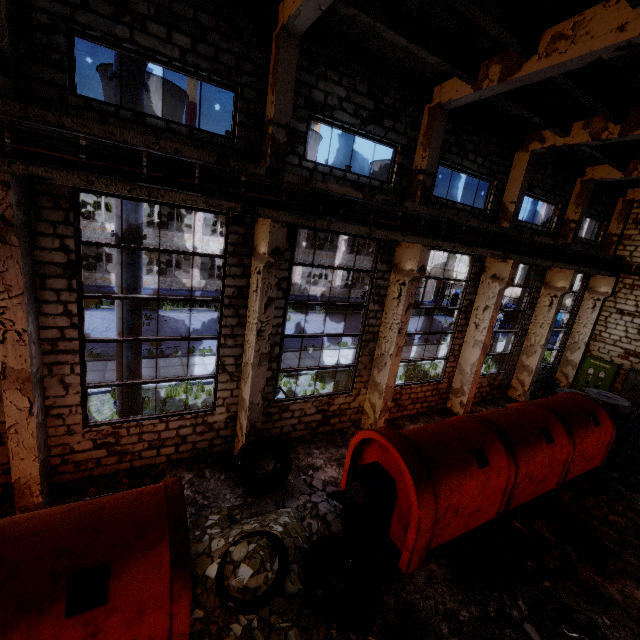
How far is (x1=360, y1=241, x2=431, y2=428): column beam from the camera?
9.4m

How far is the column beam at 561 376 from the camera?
16.0m

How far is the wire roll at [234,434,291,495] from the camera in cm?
774

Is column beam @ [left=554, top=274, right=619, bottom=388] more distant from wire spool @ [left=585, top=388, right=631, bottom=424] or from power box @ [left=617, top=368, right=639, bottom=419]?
wire spool @ [left=585, top=388, right=631, bottom=424]

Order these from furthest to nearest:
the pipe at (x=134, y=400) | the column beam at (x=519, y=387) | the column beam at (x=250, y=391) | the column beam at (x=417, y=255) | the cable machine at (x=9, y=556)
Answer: the column beam at (x=519, y=387), the column beam at (x=417, y=255), the pipe at (x=134, y=400), the column beam at (x=250, y=391), the cable machine at (x=9, y=556)

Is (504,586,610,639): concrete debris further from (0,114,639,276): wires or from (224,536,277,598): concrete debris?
(0,114,639,276): wires

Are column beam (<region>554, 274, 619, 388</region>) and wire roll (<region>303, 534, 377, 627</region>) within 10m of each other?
no

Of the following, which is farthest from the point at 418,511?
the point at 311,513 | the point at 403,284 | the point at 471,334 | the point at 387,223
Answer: the point at 471,334
